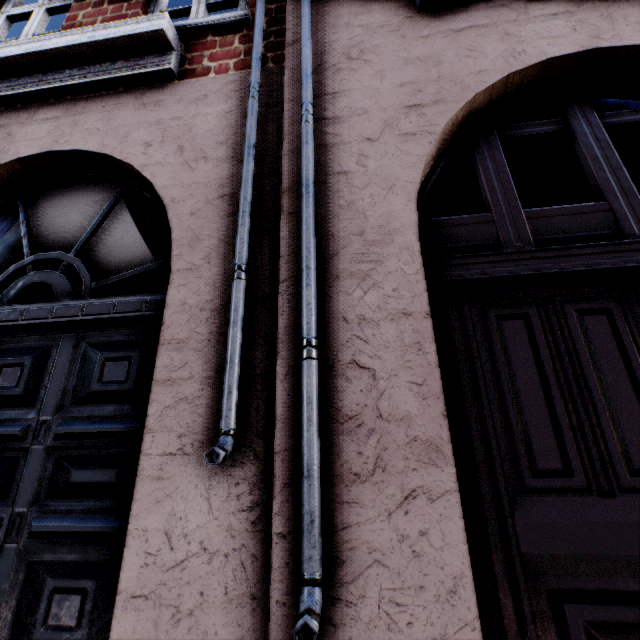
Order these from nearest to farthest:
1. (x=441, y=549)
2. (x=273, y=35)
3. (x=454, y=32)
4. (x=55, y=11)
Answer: (x=441, y=549) < (x=454, y=32) < (x=273, y=35) < (x=55, y=11)
